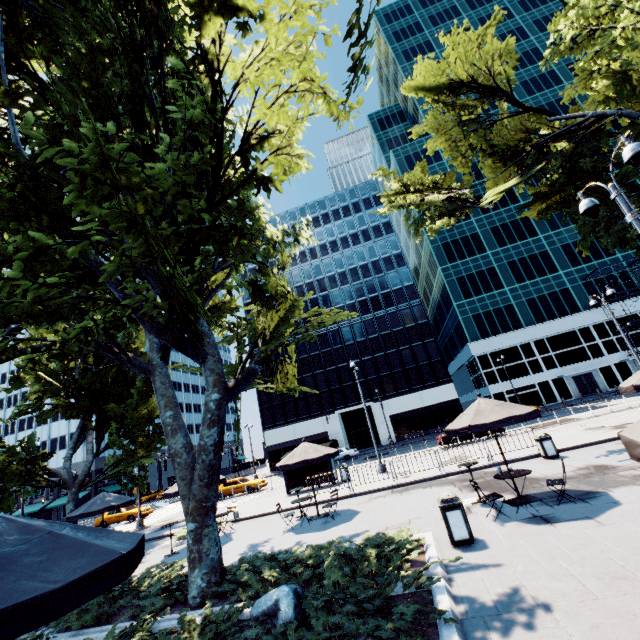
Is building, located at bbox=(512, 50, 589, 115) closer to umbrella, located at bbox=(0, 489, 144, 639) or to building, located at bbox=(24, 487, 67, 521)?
umbrella, located at bbox=(0, 489, 144, 639)

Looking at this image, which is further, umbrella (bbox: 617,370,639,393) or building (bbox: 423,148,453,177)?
building (bbox: 423,148,453,177)

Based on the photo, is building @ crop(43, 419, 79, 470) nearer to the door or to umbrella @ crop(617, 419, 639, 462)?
umbrella @ crop(617, 419, 639, 462)

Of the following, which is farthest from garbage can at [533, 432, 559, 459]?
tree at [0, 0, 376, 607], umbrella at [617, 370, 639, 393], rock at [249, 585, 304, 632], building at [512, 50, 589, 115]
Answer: building at [512, 50, 589, 115]

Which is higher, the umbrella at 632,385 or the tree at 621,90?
the tree at 621,90

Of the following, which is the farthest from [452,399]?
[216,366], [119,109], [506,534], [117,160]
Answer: [117,160]

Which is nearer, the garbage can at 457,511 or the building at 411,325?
the garbage can at 457,511

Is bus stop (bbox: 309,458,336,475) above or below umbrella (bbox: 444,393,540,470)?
below
